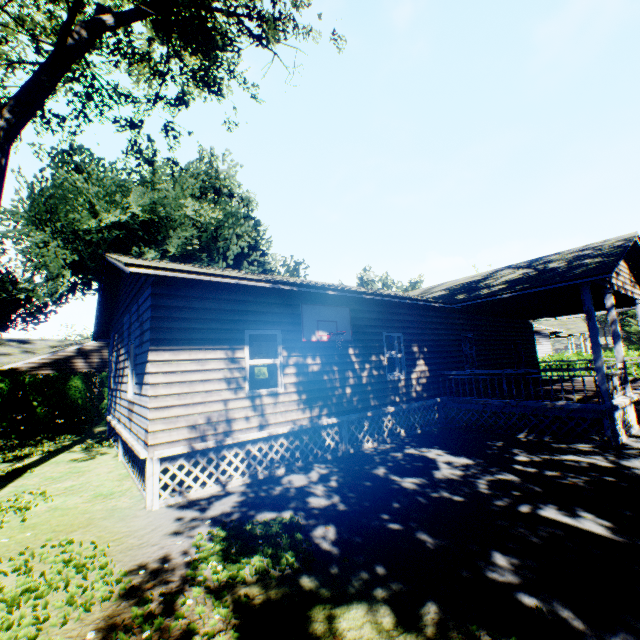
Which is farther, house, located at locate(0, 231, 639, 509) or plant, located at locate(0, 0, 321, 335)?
plant, located at locate(0, 0, 321, 335)

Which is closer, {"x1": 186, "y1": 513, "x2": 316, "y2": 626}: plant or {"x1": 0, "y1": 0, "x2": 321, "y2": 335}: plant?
{"x1": 186, "y1": 513, "x2": 316, "y2": 626}: plant

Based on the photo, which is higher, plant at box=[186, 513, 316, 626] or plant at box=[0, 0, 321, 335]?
plant at box=[0, 0, 321, 335]

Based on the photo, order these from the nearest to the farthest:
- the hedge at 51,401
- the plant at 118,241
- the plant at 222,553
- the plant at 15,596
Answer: the plant at 15,596
the plant at 222,553
the plant at 118,241
the hedge at 51,401

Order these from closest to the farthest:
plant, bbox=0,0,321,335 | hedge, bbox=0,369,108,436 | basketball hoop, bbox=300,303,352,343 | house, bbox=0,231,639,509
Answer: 1. house, bbox=0,231,639,509
2. basketball hoop, bbox=300,303,352,343
3. plant, bbox=0,0,321,335
4. hedge, bbox=0,369,108,436

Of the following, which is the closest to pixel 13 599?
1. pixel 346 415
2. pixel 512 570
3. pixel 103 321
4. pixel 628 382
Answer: pixel 512 570

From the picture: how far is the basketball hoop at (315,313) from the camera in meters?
8.6

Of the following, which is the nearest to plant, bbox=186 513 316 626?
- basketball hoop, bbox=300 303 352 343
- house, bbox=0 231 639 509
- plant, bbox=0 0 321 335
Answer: plant, bbox=0 0 321 335
